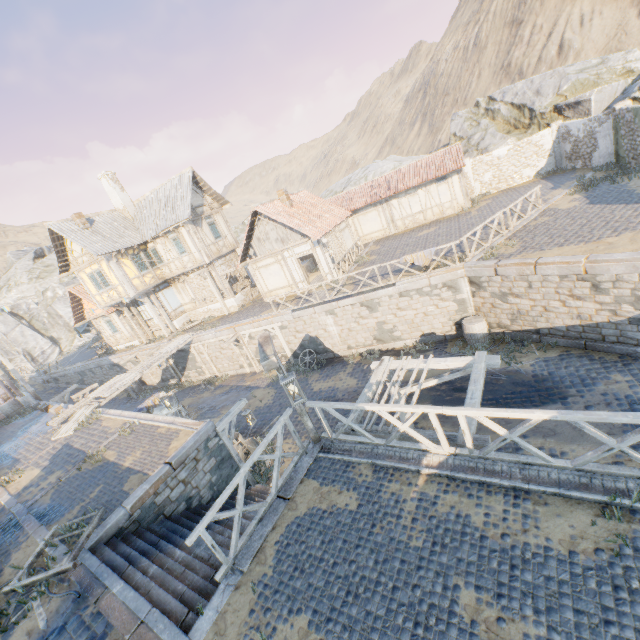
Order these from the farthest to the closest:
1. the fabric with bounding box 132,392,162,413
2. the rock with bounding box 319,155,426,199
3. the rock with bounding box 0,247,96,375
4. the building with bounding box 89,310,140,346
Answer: the rock with bounding box 0,247,96,375, the rock with bounding box 319,155,426,199, the building with bounding box 89,310,140,346, the fabric with bounding box 132,392,162,413

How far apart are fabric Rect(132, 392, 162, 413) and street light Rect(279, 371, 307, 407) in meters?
12.0 m

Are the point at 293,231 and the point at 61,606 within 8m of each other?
no

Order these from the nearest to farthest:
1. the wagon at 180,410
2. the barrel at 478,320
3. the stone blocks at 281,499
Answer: the stone blocks at 281,499 < the barrel at 478,320 < the wagon at 180,410

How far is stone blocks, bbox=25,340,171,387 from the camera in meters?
24.1 m

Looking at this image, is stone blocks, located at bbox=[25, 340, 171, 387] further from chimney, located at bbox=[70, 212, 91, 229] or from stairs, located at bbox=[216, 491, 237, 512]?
chimney, located at bbox=[70, 212, 91, 229]

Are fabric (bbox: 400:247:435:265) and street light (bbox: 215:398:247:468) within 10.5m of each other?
yes

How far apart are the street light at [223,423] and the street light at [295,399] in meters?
5.9 m
